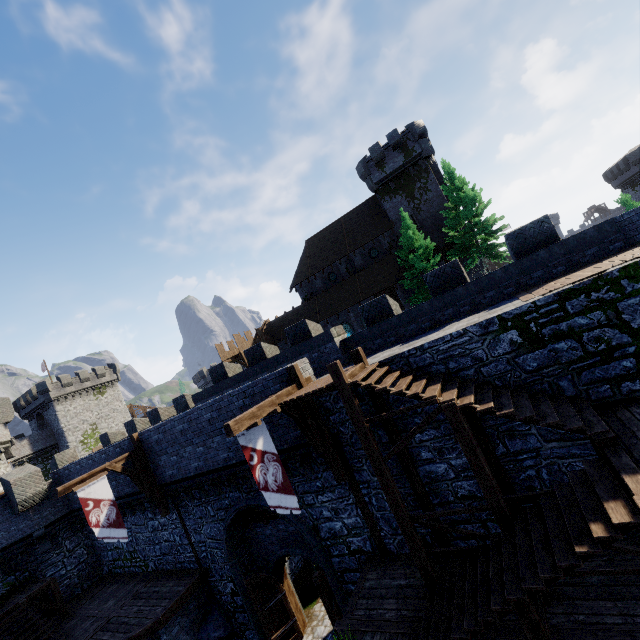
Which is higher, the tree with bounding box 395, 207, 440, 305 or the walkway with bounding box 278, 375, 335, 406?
the tree with bounding box 395, 207, 440, 305

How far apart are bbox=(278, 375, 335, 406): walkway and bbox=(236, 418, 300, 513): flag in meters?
0.5

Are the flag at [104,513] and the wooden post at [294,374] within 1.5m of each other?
no

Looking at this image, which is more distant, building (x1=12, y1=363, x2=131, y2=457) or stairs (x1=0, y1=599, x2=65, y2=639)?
building (x1=12, y1=363, x2=131, y2=457)

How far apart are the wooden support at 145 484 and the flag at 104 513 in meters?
0.3 m

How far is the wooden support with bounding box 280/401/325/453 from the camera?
9.7m

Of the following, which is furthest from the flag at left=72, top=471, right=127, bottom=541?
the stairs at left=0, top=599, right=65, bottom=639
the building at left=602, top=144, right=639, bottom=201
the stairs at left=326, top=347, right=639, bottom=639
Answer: the building at left=602, top=144, right=639, bottom=201

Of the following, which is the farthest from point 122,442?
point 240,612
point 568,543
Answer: point 568,543
